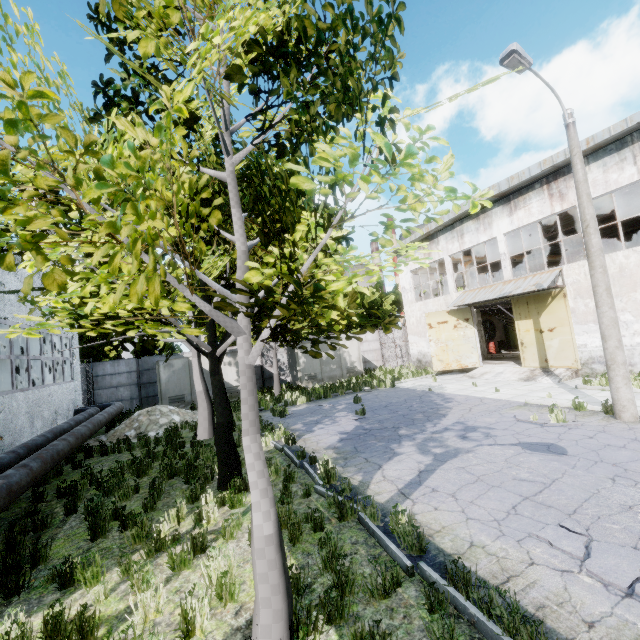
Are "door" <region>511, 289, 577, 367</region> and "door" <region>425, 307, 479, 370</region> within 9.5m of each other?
yes

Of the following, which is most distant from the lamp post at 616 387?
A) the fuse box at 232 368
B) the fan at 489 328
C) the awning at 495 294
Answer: the fan at 489 328

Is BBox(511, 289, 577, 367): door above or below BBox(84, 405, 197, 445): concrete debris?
above

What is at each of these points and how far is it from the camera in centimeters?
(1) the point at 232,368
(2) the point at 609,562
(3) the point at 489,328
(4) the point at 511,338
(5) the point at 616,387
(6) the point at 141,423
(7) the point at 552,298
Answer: (1) fuse box, 2130cm
(2) asphalt debris, 386cm
(3) fan, 3000cm
(4) power box, 3020cm
(5) lamp post, 873cm
(6) concrete debris, 1477cm
(7) door, 1608cm

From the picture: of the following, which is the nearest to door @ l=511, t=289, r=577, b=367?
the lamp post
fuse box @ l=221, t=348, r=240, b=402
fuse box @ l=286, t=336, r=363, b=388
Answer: the lamp post

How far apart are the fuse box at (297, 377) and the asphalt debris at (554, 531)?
19.0 meters

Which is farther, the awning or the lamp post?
the awning

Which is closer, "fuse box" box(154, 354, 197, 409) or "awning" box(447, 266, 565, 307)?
"awning" box(447, 266, 565, 307)
